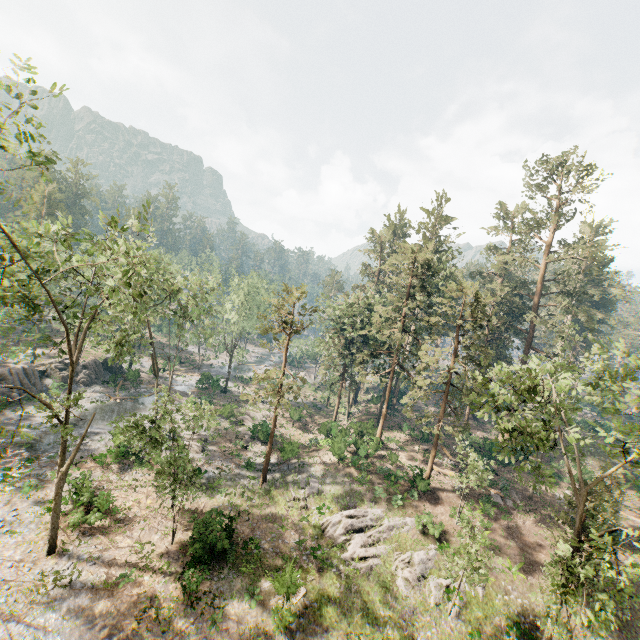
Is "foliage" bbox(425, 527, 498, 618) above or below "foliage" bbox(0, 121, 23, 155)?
below

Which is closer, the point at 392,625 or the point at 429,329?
the point at 392,625

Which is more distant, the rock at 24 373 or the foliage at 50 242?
the rock at 24 373

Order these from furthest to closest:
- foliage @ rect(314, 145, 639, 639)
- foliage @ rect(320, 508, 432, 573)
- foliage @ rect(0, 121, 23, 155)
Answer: foliage @ rect(320, 508, 432, 573)
foliage @ rect(314, 145, 639, 639)
foliage @ rect(0, 121, 23, 155)

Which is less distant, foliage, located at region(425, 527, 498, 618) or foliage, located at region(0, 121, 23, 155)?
foliage, located at region(0, 121, 23, 155)

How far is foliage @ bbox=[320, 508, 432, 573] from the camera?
22.6 meters

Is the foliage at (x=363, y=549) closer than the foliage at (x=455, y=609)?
No
